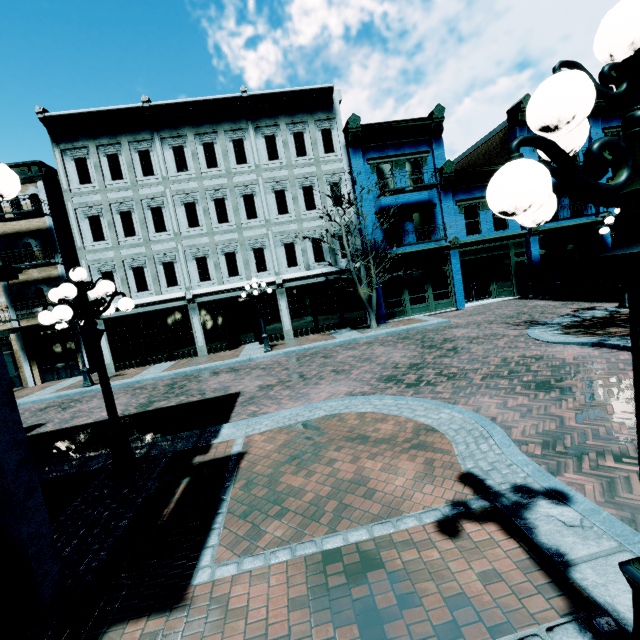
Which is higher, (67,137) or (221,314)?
(67,137)

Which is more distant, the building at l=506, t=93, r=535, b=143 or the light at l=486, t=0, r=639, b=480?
the building at l=506, t=93, r=535, b=143

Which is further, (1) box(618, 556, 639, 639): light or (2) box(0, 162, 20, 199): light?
(2) box(0, 162, 20, 199): light

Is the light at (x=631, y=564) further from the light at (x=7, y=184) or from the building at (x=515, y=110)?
the building at (x=515, y=110)

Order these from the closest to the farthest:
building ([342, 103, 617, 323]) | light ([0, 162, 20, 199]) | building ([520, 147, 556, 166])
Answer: light ([0, 162, 20, 199]) → building ([342, 103, 617, 323]) → building ([520, 147, 556, 166])

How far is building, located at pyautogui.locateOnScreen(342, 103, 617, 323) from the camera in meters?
18.1

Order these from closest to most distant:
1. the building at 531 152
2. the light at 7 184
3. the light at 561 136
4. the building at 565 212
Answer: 1. the light at 561 136
2. the light at 7 184
3. the building at 565 212
4. the building at 531 152
